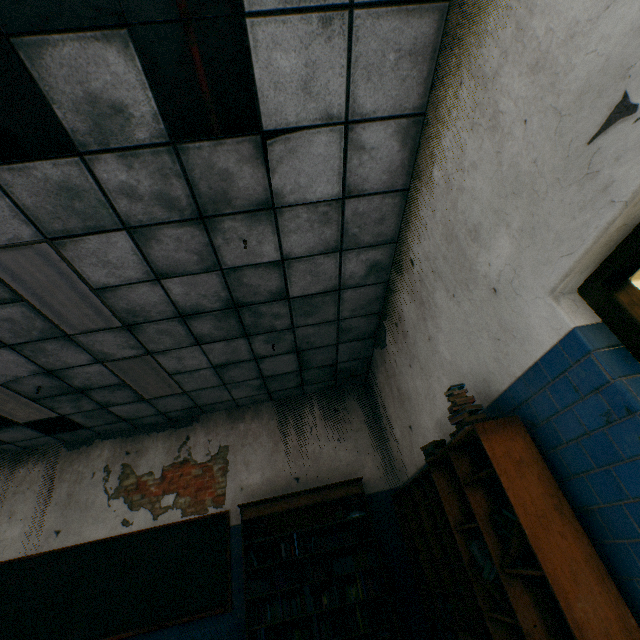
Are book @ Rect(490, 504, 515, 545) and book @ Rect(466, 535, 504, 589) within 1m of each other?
yes

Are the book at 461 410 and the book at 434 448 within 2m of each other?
yes

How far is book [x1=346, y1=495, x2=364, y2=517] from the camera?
5.1m

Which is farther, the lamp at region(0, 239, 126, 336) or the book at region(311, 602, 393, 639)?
the book at region(311, 602, 393, 639)

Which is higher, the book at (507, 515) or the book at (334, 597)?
the book at (507, 515)

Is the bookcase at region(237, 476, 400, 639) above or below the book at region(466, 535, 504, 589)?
above

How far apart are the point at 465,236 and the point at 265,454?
5.2 meters

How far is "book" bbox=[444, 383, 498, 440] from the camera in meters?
2.2
